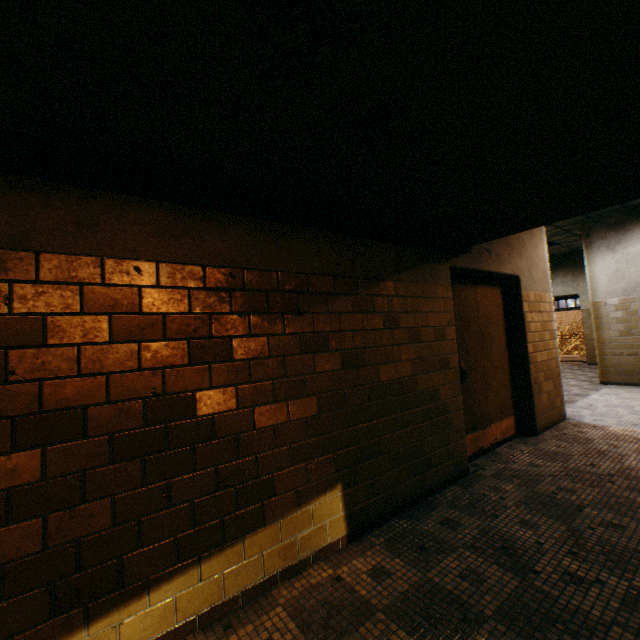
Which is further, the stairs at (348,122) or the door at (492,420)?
the door at (492,420)

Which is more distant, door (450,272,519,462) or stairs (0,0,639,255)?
door (450,272,519,462)

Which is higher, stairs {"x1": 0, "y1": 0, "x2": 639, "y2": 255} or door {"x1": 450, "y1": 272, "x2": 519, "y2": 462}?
stairs {"x1": 0, "y1": 0, "x2": 639, "y2": 255}

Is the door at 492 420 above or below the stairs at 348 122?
below

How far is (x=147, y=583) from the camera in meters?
1.6

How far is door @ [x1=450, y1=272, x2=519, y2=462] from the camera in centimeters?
376cm
